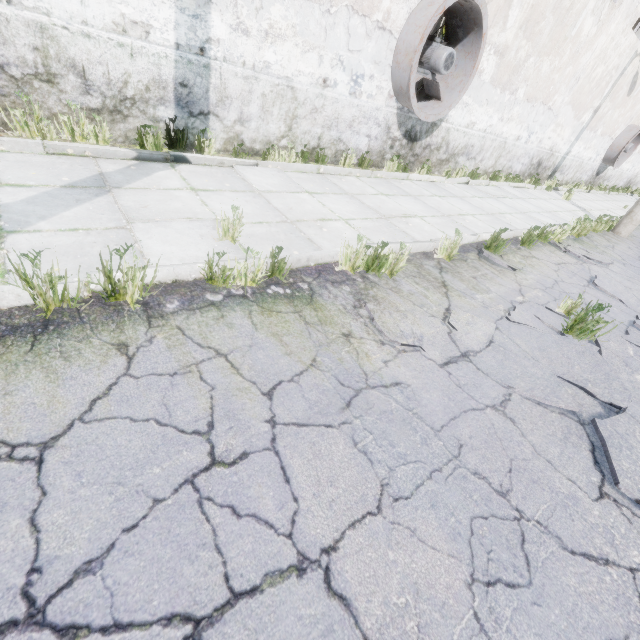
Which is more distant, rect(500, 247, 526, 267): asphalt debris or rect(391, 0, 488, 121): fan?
rect(391, 0, 488, 121): fan

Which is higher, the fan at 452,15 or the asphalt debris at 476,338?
the fan at 452,15

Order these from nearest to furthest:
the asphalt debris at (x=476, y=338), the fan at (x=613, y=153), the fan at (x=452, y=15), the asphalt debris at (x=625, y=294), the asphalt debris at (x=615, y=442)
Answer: the asphalt debris at (x=615, y=442), the asphalt debris at (x=476, y=338), the asphalt debris at (x=625, y=294), the fan at (x=452, y=15), the fan at (x=613, y=153)

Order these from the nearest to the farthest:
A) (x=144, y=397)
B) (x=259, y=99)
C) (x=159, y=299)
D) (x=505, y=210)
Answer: (x=144, y=397) → (x=159, y=299) → (x=259, y=99) → (x=505, y=210)

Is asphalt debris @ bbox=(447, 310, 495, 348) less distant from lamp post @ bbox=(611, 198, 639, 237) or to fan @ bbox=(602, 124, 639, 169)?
lamp post @ bbox=(611, 198, 639, 237)

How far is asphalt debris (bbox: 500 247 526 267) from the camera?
5.67m

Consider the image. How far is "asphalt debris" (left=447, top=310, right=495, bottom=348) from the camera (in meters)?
3.40

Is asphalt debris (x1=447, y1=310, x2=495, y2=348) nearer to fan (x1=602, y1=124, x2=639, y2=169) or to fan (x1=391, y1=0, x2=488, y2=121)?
fan (x1=391, y1=0, x2=488, y2=121)
